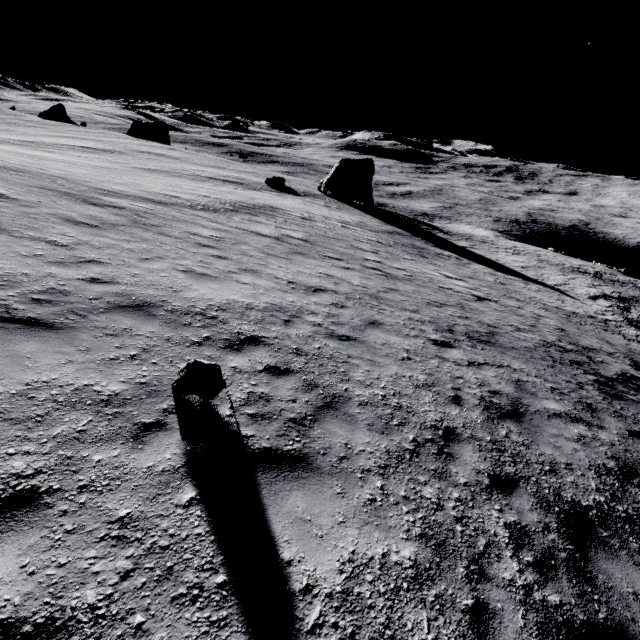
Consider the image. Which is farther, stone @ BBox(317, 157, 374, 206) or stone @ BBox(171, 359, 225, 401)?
stone @ BBox(317, 157, 374, 206)

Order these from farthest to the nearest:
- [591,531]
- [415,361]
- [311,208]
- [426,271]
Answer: [311,208]
[426,271]
[415,361]
[591,531]

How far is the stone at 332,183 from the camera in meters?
44.1

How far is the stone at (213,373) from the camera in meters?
4.3

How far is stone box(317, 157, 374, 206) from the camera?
44.1 meters

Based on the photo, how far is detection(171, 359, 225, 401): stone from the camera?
4.3 meters
